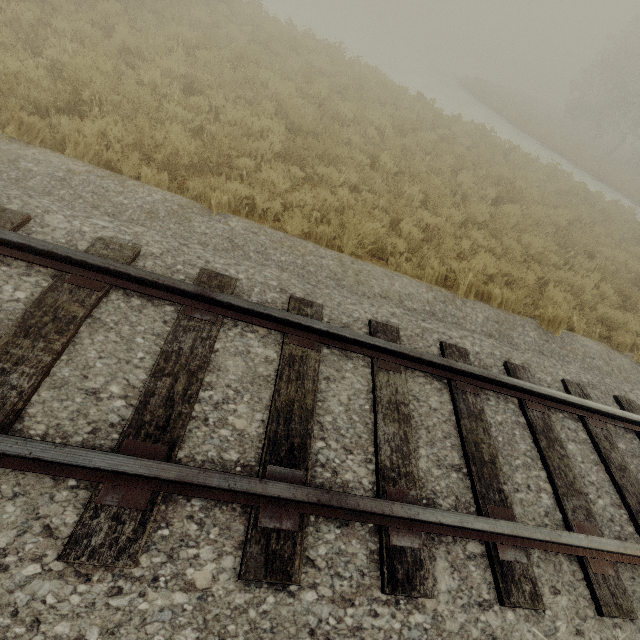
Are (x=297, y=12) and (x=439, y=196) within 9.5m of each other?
no
